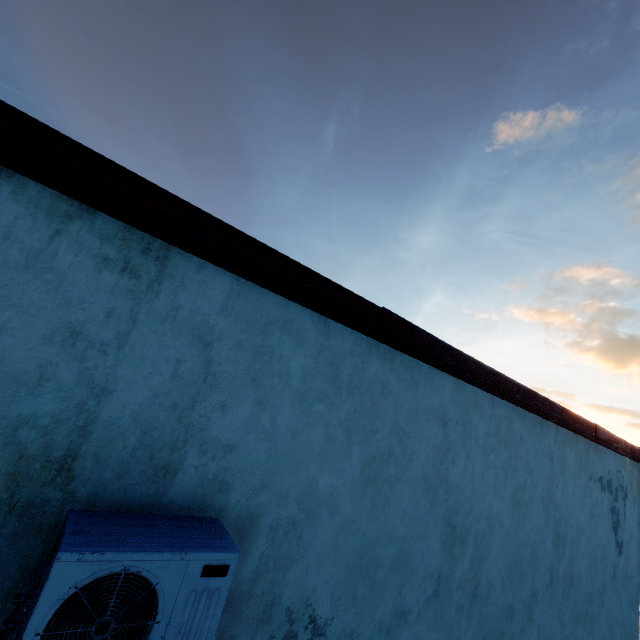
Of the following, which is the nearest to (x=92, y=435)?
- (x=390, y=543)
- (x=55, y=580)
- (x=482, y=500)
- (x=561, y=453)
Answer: (x=55, y=580)

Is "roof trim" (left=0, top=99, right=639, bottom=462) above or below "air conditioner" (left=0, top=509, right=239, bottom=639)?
above

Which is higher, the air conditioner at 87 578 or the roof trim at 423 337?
the roof trim at 423 337
